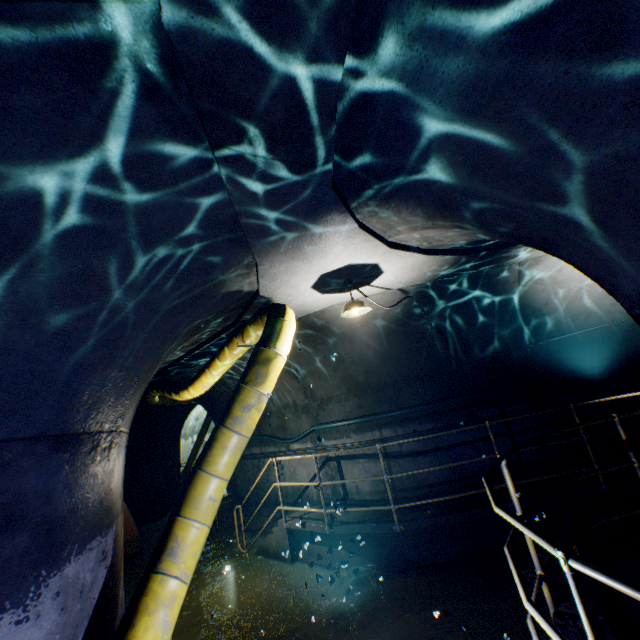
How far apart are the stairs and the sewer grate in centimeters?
206cm

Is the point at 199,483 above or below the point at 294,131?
below

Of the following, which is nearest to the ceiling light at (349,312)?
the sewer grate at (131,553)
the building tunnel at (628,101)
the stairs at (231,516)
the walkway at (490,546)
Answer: the building tunnel at (628,101)

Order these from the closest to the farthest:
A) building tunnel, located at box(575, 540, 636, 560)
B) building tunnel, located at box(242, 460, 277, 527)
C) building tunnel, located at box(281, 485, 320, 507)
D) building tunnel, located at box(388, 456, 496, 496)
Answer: building tunnel, located at box(575, 540, 636, 560) → building tunnel, located at box(388, 456, 496, 496) → building tunnel, located at box(281, 485, 320, 507) → building tunnel, located at box(242, 460, 277, 527)

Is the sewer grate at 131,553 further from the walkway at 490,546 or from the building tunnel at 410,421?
the walkway at 490,546

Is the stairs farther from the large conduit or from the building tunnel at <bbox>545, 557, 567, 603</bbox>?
the large conduit

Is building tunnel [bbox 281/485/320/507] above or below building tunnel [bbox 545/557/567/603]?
above

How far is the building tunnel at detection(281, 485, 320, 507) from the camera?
7.9 meters
